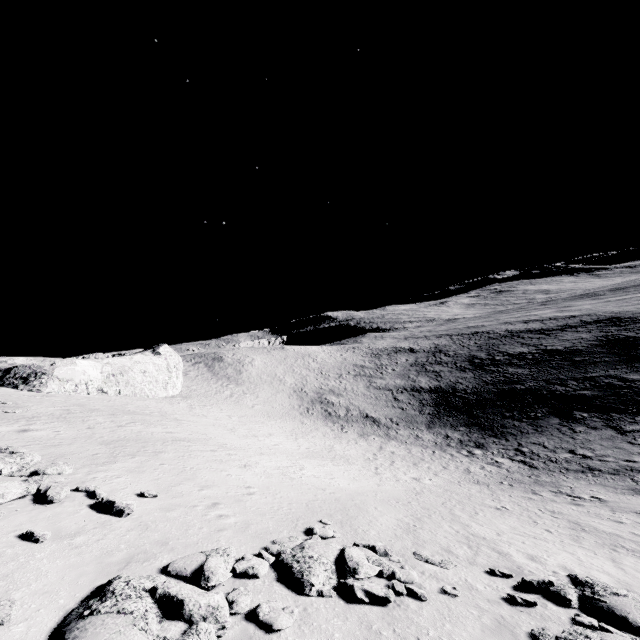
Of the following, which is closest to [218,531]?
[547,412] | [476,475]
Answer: [476,475]

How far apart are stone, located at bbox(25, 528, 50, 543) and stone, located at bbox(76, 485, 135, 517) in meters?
1.9

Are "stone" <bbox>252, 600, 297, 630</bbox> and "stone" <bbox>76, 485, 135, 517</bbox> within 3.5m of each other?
no

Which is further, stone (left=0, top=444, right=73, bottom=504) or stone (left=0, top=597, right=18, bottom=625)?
stone (left=0, top=444, right=73, bottom=504)

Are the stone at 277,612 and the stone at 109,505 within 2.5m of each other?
no

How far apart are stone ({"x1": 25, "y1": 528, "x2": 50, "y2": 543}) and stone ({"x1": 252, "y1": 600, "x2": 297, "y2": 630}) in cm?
532

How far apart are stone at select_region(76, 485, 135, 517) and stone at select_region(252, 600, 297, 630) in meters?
5.1

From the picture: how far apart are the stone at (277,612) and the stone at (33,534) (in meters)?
Answer: 5.32
